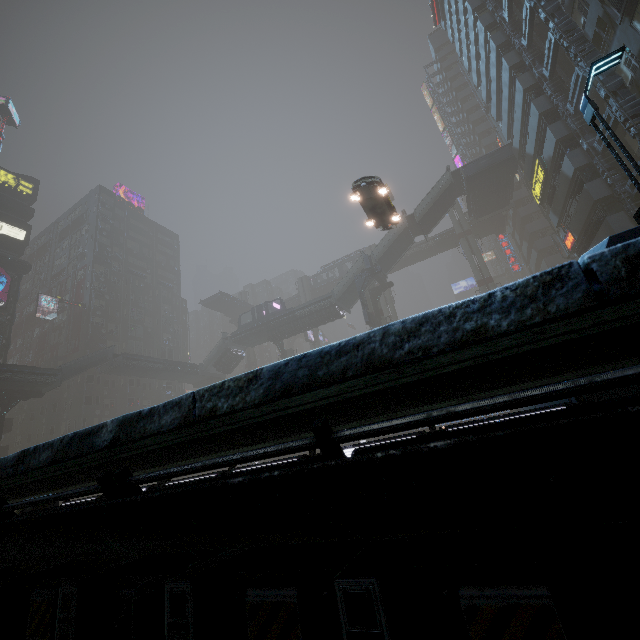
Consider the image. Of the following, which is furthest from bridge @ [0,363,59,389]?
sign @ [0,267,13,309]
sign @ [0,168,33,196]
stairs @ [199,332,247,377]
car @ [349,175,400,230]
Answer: car @ [349,175,400,230]

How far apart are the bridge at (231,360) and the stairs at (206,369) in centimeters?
1cm

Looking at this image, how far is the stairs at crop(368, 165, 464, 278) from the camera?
39.4m

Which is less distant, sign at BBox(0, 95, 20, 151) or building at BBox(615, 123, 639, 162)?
building at BBox(615, 123, 639, 162)

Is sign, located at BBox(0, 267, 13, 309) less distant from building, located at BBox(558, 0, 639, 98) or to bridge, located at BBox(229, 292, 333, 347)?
building, located at BBox(558, 0, 639, 98)

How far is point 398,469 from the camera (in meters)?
1.58

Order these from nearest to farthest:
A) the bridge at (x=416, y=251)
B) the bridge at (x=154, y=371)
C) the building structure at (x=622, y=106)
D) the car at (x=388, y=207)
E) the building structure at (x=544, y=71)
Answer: the car at (x=388, y=207)
the building structure at (x=622, y=106)
the building structure at (x=544, y=71)
the bridge at (x=154, y=371)
the bridge at (x=416, y=251)

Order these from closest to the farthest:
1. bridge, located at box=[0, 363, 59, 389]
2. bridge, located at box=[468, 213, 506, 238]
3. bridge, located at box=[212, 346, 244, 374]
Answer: bridge, located at box=[0, 363, 59, 389], bridge, located at box=[212, 346, 244, 374], bridge, located at box=[468, 213, 506, 238]
